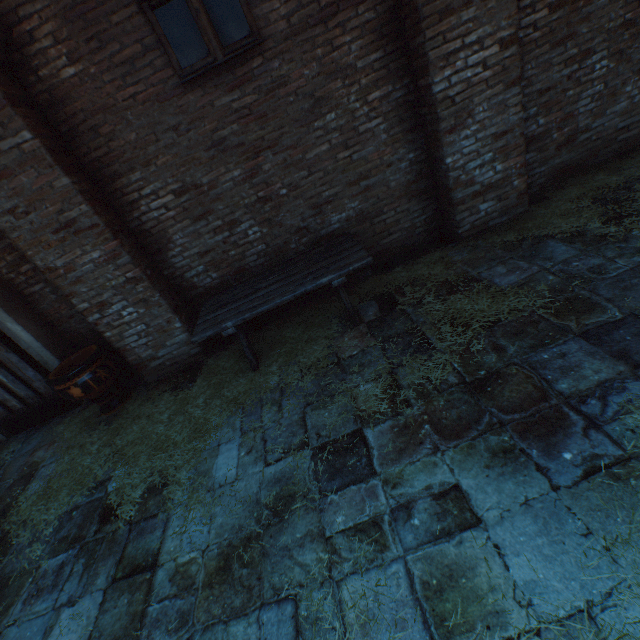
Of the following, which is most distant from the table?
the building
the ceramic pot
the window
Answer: the building

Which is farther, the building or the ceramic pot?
the ceramic pot

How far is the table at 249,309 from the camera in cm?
355

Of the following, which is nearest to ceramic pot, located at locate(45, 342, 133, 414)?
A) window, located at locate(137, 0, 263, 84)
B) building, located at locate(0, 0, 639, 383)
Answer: → window, located at locate(137, 0, 263, 84)

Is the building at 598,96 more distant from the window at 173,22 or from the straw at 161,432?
the window at 173,22

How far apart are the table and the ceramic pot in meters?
1.5

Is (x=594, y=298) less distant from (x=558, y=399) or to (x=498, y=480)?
(x=558, y=399)

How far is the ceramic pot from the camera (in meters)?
4.12
